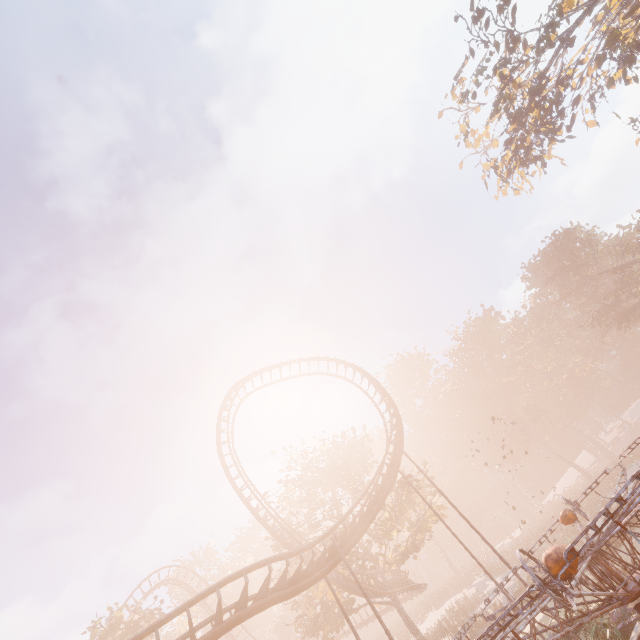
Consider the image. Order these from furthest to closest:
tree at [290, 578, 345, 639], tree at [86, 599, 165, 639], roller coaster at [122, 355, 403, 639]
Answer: tree at [86, 599, 165, 639]
tree at [290, 578, 345, 639]
roller coaster at [122, 355, 403, 639]

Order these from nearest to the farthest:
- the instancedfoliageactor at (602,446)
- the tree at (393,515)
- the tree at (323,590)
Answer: the tree at (323,590)
the tree at (393,515)
the instancedfoliageactor at (602,446)

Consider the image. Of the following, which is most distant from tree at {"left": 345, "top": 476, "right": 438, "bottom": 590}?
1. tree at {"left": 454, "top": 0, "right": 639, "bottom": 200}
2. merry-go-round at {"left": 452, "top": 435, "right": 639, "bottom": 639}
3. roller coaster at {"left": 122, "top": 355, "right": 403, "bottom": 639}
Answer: tree at {"left": 454, "top": 0, "right": 639, "bottom": 200}

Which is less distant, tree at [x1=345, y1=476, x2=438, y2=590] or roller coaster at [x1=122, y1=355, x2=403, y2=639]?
roller coaster at [x1=122, y1=355, x2=403, y2=639]

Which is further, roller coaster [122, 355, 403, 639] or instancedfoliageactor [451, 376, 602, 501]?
instancedfoliageactor [451, 376, 602, 501]

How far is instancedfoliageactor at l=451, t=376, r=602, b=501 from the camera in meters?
53.2 m

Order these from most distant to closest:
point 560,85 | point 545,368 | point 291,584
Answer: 1. point 545,368
2. point 560,85
3. point 291,584

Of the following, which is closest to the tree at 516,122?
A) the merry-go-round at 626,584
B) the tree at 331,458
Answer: the merry-go-round at 626,584
